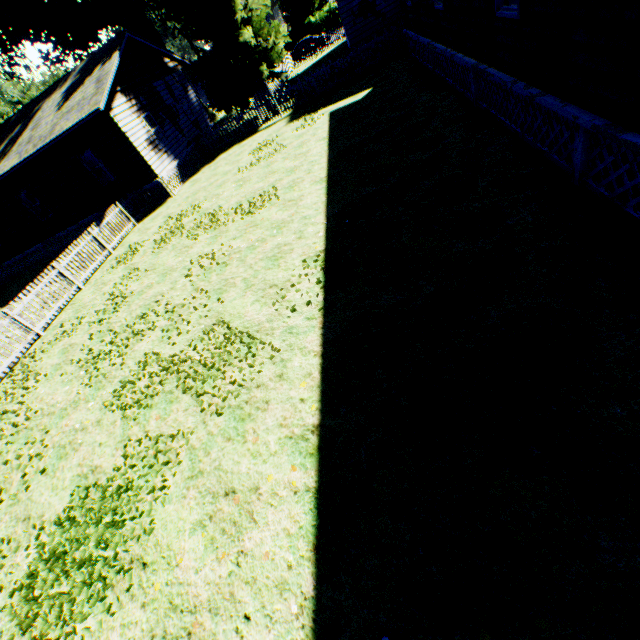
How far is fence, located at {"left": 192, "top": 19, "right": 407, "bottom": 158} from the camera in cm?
1678

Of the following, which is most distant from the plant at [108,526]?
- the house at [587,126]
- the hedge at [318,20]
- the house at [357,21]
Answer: the house at [587,126]

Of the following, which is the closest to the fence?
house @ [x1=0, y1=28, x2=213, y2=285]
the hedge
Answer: house @ [x1=0, y1=28, x2=213, y2=285]

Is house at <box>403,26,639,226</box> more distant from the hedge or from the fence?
the hedge

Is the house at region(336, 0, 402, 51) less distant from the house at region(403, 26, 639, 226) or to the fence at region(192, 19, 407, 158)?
the fence at region(192, 19, 407, 158)

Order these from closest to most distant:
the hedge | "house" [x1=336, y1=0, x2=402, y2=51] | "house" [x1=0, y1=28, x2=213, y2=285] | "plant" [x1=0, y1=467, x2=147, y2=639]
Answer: "plant" [x1=0, y1=467, x2=147, y2=639] → "house" [x1=0, y1=28, x2=213, y2=285] → "house" [x1=336, y1=0, x2=402, y2=51] → the hedge

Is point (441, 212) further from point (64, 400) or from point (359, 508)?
point (64, 400)

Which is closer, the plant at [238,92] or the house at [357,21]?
the house at [357,21]
